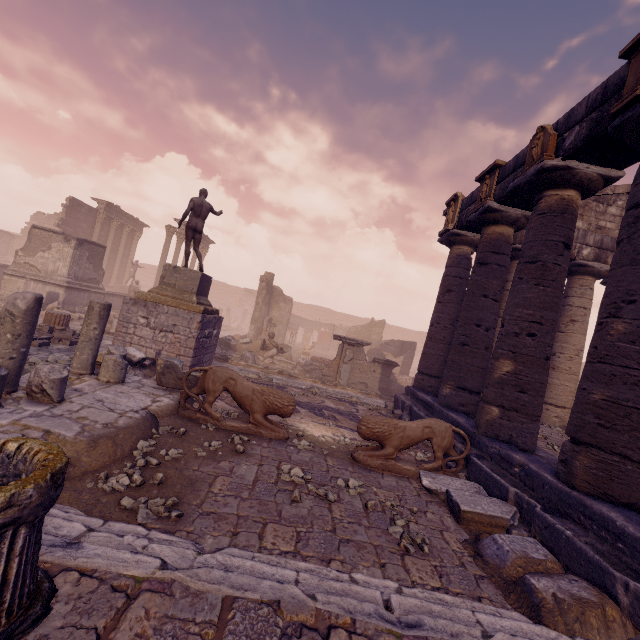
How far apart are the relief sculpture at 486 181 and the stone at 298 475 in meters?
7.8

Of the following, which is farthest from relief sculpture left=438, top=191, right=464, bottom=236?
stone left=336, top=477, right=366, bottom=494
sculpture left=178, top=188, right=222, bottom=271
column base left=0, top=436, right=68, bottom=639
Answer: column base left=0, top=436, right=68, bottom=639

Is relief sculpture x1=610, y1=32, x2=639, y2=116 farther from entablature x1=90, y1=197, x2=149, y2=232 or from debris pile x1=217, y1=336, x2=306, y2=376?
entablature x1=90, y1=197, x2=149, y2=232

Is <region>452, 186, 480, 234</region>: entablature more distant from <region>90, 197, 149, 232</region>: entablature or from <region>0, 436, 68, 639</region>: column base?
<region>90, 197, 149, 232</region>: entablature

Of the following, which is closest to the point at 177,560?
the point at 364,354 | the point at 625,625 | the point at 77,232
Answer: the point at 625,625

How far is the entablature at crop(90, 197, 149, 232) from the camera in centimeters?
2520cm

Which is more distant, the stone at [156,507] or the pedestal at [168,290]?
the pedestal at [168,290]

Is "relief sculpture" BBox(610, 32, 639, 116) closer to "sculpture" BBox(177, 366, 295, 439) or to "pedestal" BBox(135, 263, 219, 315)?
"sculpture" BBox(177, 366, 295, 439)
